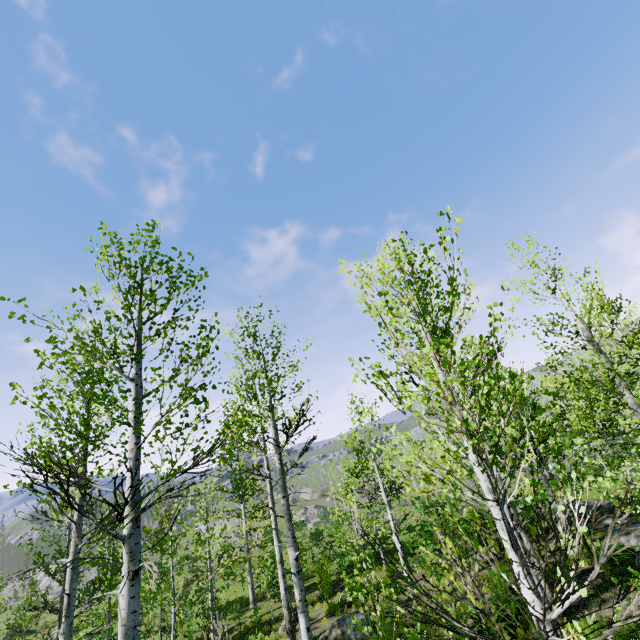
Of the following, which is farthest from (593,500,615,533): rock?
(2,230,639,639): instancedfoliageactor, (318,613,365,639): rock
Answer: (318,613,365,639): rock

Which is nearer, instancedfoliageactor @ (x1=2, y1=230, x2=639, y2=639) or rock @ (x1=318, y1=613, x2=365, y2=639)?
instancedfoliageactor @ (x1=2, y1=230, x2=639, y2=639)

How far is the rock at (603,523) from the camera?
13.3m

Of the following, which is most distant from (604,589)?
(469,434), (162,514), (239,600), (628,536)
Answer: (239,600)

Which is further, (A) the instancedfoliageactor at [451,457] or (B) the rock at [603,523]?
(B) the rock at [603,523]

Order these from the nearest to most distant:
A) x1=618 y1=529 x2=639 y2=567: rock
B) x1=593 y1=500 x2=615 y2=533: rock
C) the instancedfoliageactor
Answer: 1. the instancedfoliageactor
2. x1=618 y1=529 x2=639 y2=567: rock
3. x1=593 y1=500 x2=615 y2=533: rock

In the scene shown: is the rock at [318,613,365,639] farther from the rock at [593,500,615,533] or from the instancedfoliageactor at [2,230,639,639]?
the rock at [593,500,615,533]
